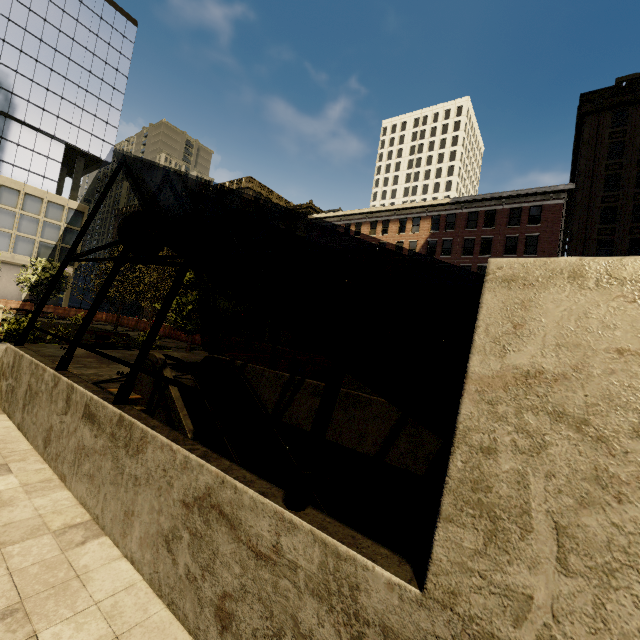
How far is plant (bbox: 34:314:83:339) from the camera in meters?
17.3 m

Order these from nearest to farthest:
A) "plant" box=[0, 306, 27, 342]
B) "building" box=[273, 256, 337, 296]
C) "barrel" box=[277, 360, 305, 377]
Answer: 1. "barrel" box=[277, 360, 305, 377]
2. "plant" box=[0, 306, 27, 342]
3. "building" box=[273, 256, 337, 296]

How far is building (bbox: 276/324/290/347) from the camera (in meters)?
47.96

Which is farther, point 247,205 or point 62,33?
point 247,205

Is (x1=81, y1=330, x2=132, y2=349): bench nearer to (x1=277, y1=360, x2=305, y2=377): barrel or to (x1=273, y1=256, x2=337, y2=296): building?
(x1=277, y1=360, x2=305, y2=377): barrel

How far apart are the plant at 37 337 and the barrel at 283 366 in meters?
11.1 m

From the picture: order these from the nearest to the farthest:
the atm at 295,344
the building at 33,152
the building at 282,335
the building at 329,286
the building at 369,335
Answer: the atm at 295,344 < the building at 369,335 < the building at 33,152 < the building at 329,286 < the building at 282,335

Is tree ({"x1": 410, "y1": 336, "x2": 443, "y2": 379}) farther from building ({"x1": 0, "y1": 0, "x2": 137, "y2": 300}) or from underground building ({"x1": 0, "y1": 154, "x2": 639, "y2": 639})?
building ({"x1": 0, "y1": 0, "x2": 137, "y2": 300})
